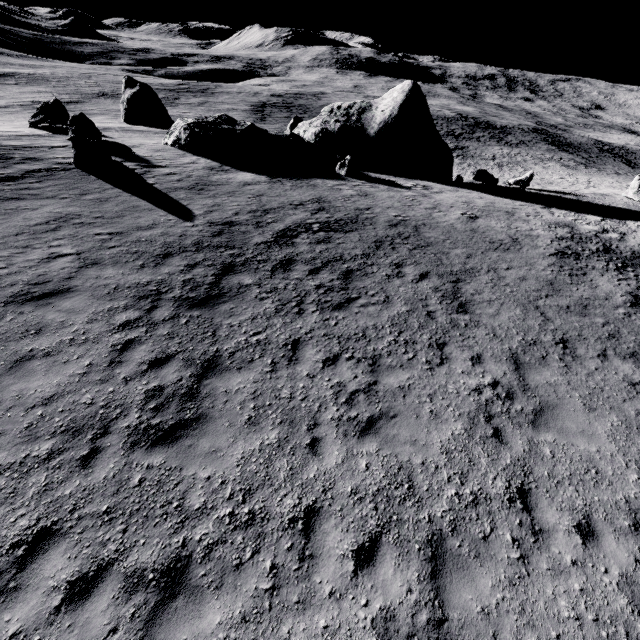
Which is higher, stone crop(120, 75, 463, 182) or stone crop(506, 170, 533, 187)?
stone crop(120, 75, 463, 182)

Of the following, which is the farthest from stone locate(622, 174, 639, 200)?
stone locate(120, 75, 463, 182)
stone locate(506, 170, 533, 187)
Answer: stone locate(120, 75, 463, 182)

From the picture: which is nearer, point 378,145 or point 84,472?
point 84,472

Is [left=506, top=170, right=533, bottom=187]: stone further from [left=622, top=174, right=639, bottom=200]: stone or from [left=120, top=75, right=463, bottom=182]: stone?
[left=622, top=174, right=639, bottom=200]: stone

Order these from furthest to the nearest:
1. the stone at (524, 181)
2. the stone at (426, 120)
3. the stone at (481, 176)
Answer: the stone at (524, 181)
the stone at (481, 176)
the stone at (426, 120)

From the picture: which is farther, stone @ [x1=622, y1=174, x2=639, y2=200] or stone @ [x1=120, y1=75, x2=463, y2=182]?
stone @ [x1=622, y1=174, x2=639, y2=200]

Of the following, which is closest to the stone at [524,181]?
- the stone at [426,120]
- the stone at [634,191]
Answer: the stone at [426,120]

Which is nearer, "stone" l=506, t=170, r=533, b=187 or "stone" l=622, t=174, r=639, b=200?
"stone" l=622, t=174, r=639, b=200
